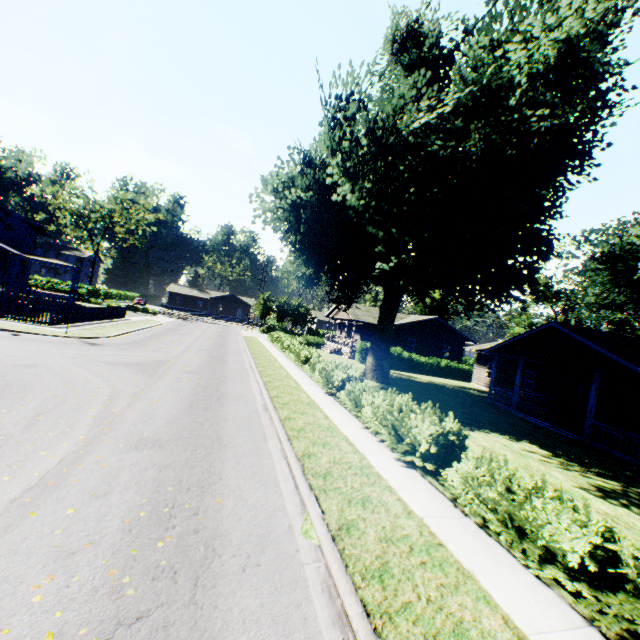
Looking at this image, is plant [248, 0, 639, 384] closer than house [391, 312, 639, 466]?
Yes

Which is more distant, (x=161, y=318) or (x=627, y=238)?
(x=161, y=318)

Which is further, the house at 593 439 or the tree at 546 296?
the tree at 546 296

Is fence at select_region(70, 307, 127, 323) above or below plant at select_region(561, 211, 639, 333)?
below

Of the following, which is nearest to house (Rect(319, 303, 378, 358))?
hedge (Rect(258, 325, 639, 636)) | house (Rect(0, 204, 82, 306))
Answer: hedge (Rect(258, 325, 639, 636))

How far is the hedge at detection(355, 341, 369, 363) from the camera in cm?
3323

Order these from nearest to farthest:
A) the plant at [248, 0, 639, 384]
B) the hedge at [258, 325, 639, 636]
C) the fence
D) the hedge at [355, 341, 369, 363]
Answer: the hedge at [258, 325, 639, 636]
the plant at [248, 0, 639, 384]
the fence
the hedge at [355, 341, 369, 363]

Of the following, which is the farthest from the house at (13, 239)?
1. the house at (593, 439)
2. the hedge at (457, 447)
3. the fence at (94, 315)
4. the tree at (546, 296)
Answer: the tree at (546, 296)
